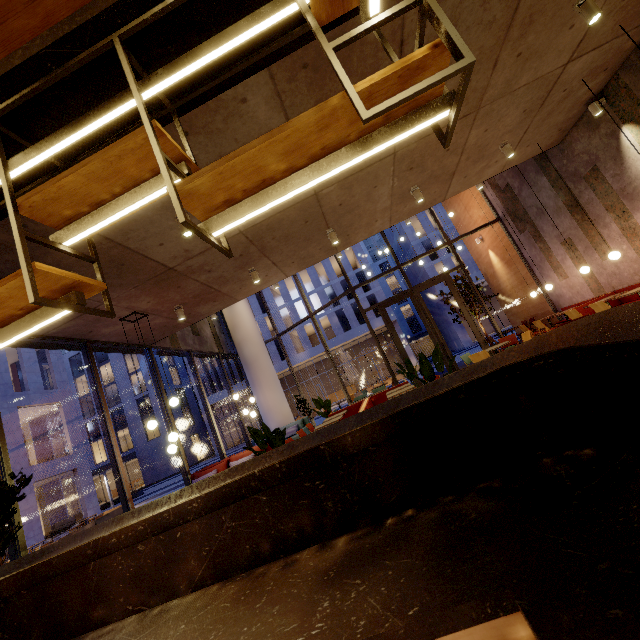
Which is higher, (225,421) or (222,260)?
(222,260)

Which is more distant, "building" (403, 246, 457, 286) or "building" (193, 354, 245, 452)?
"building" (193, 354, 245, 452)

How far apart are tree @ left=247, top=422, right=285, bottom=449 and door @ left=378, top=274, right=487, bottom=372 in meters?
7.4

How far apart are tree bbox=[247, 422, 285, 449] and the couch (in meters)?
5.96

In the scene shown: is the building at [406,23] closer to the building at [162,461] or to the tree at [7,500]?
the tree at [7,500]

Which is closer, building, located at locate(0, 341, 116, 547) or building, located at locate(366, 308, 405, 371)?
building, located at locate(0, 341, 116, 547)

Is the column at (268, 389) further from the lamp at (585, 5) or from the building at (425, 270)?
the building at (425, 270)

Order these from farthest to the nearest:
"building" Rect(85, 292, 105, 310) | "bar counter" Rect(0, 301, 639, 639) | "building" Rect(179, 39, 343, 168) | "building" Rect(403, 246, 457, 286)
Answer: "building" Rect(403, 246, 457, 286) < "building" Rect(85, 292, 105, 310) < "building" Rect(179, 39, 343, 168) < "bar counter" Rect(0, 301, 639, 639)
